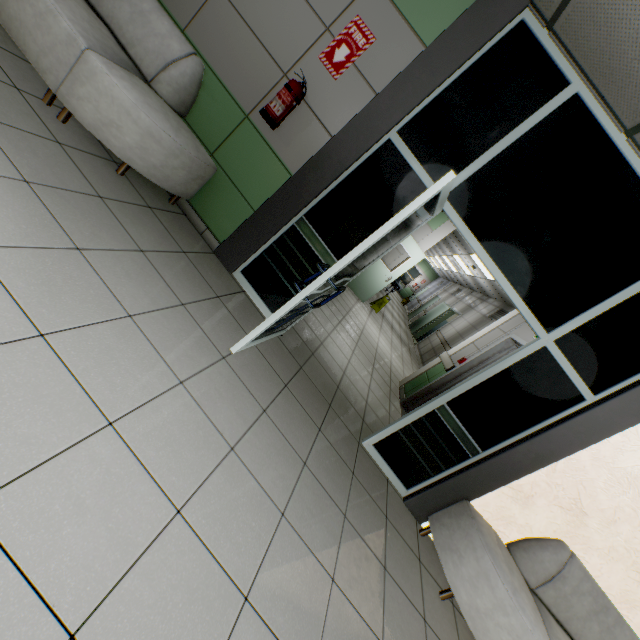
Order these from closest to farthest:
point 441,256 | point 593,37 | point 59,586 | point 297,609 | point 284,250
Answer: point 59,586
point 297,609
point 593,37
point 284,250
point 441,256

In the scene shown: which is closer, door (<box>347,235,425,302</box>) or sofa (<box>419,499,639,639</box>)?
sofa (<box>419,499,639,639</box>)

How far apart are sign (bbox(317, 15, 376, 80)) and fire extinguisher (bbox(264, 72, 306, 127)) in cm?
20

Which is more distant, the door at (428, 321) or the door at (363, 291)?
the door at (428, 321)

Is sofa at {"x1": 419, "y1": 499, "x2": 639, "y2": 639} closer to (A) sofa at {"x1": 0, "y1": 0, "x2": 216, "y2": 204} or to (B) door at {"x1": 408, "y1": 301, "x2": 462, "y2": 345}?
(A) sofa at {"x1": 0, "y1": 0, "x2": 216, "y2": 204}

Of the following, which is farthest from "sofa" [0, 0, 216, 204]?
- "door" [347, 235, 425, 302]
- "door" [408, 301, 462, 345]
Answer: "door" [408, 301, 462, 345]

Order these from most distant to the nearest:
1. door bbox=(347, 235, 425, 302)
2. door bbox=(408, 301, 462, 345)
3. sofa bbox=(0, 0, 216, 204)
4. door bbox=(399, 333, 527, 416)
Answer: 1. door bbox=(408, 301, 462, 345)
2. door bbox=(347, 235, 425, 302)
3. door bbox=(399, 333, 527, 416)
4. sofa bbox=(0, 0, 216, 204)

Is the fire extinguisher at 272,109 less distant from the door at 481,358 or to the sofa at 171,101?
the sofa at 171,101
